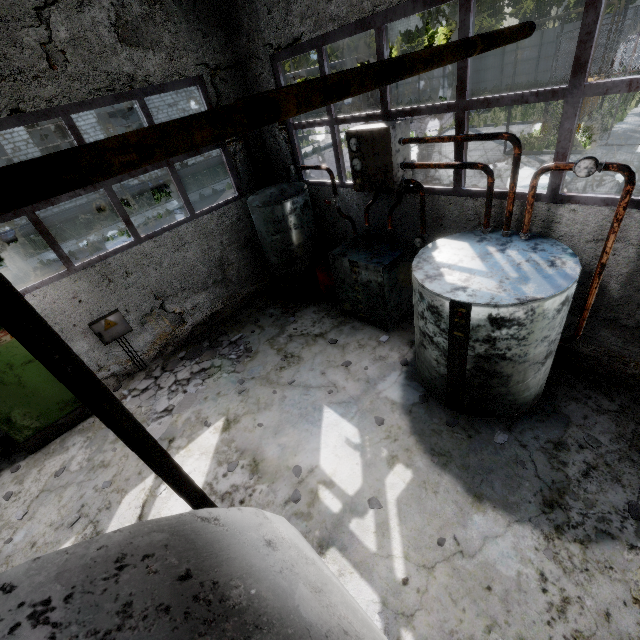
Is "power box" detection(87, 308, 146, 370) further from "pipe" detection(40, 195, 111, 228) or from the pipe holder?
"pipe" detection(40, 195, 111, 228)

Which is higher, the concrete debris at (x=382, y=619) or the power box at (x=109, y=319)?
the power box at (x=109, y=319)

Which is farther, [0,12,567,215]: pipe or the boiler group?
the boiler group

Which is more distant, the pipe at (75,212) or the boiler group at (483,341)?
the pipe at (75,212)

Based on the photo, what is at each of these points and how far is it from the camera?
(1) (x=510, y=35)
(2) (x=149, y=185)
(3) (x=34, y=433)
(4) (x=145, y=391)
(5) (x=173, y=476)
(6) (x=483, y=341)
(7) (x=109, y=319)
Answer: (1) pipe, 2.8m
(2) pipe, 23.1m
(3) power box, 6.2m
(4) concrete debris, 7.0m
(5) pipe holder, 2.0m
(6) boiler group, 4.0m
(7) power box, 6.8m

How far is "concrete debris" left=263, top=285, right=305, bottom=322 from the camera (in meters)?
8.15

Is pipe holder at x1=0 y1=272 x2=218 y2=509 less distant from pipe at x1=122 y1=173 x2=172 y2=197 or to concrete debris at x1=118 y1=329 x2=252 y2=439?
concrete debris at x1=118 y1=329 x2=252 y2=439

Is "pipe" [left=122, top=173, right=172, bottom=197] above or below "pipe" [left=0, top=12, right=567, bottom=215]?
below
